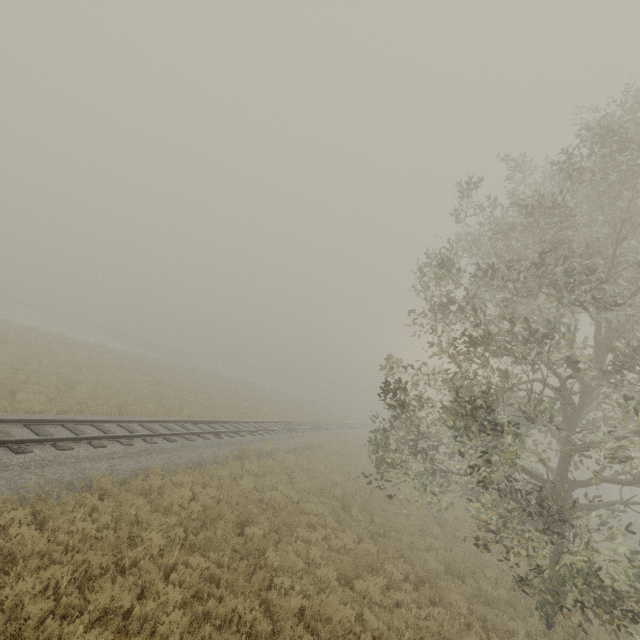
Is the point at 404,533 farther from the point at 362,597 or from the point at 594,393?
the point at 594,393
